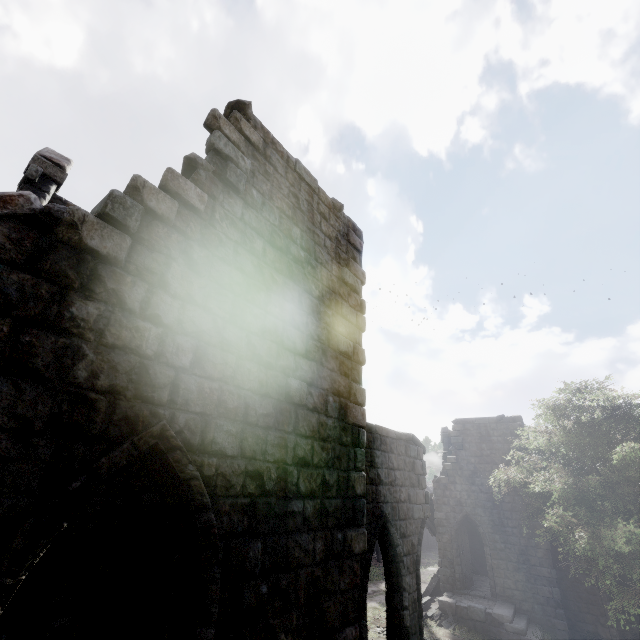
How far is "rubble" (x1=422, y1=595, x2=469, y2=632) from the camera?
15.9m

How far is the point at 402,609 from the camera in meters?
7.9

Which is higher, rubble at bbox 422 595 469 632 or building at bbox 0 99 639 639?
building at bbox 0 99 639 639

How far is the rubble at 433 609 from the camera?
15.86m

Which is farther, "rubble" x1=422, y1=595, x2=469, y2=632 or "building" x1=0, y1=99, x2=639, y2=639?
"rubble" x1=422, y1=595, x2=469, y2=632

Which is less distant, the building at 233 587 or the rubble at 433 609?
the building at 233 587
